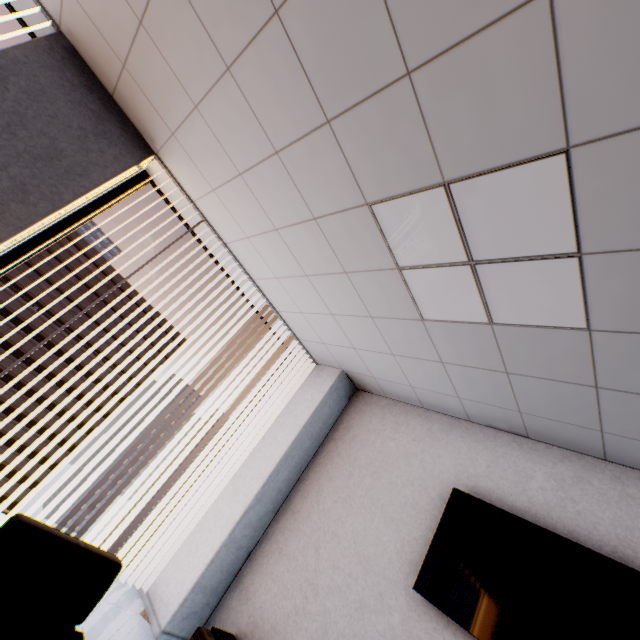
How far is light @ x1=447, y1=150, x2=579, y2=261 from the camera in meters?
1.3 m

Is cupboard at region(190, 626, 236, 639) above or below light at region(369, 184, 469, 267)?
below

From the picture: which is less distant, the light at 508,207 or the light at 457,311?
the light at 508,207

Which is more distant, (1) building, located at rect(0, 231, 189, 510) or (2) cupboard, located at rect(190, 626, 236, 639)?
(1) building, located at rect(0, 231, 189, 510)

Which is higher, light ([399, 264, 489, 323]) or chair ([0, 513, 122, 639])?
light ([399, 264, 489, 323])

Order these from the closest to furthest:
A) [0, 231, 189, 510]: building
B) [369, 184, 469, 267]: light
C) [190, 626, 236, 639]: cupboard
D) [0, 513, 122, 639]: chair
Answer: [0, 513, 122, 639]: chair, [369, 184, 469, 267]: light, [190, 626, 236, 639]: cupboard, [0, 231, 189, 510]: building

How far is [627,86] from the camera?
1.0 meters

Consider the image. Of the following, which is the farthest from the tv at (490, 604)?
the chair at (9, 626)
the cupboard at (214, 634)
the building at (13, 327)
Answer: the building at (13, 327)
